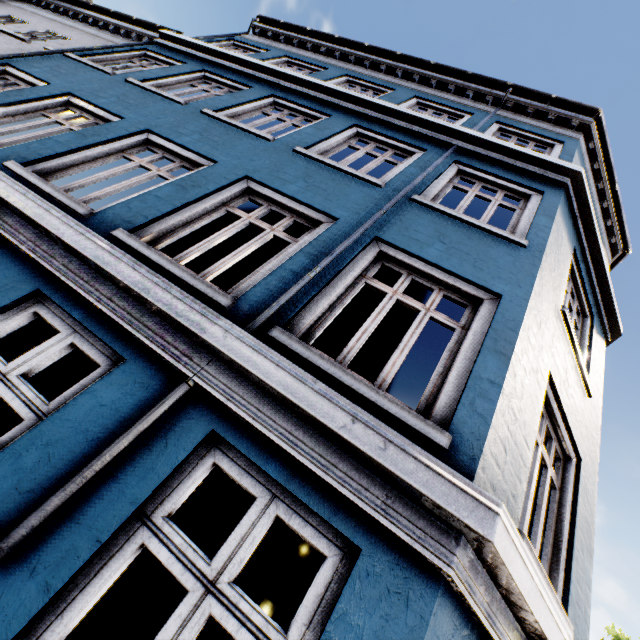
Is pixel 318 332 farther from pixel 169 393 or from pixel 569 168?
pixel 569 168
